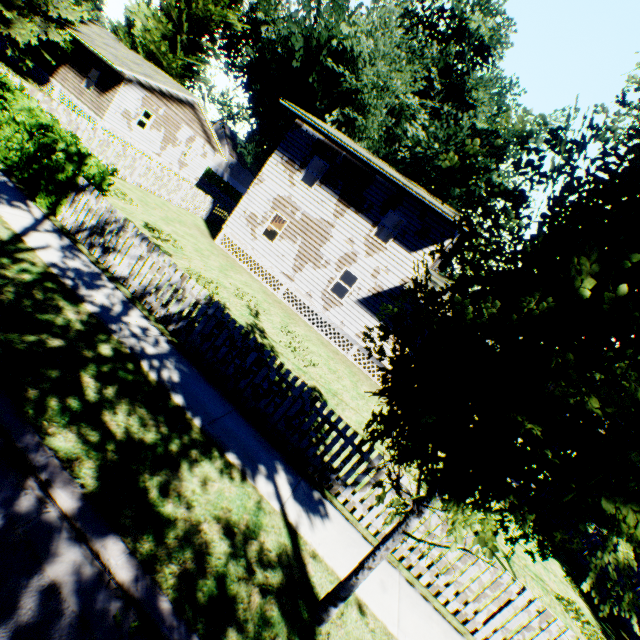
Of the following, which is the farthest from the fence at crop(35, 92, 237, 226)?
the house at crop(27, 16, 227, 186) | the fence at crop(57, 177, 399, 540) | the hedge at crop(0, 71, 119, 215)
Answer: the fence at crop(57, 177, 399, 540)

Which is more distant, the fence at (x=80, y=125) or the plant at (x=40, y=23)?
the plant at (x=40, y=23)

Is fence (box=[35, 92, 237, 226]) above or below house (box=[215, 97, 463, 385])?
below

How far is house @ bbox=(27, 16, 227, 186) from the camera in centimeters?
2180cm

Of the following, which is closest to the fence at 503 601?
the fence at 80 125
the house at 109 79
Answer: the fence at 80 125

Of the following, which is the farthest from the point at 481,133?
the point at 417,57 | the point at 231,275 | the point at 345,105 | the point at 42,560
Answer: the point at 42,560

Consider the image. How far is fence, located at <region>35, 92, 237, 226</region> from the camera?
12.9m
